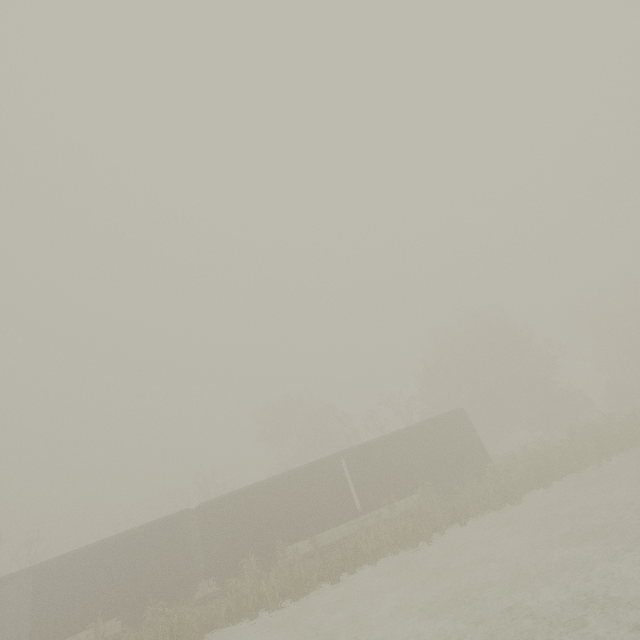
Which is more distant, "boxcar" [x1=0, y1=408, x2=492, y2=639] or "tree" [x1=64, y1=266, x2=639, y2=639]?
"boxcar" [x1=0, y1=408, x2=492, y2=639]

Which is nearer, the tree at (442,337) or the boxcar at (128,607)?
the tree at (442,337)

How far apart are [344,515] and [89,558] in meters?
14.6
